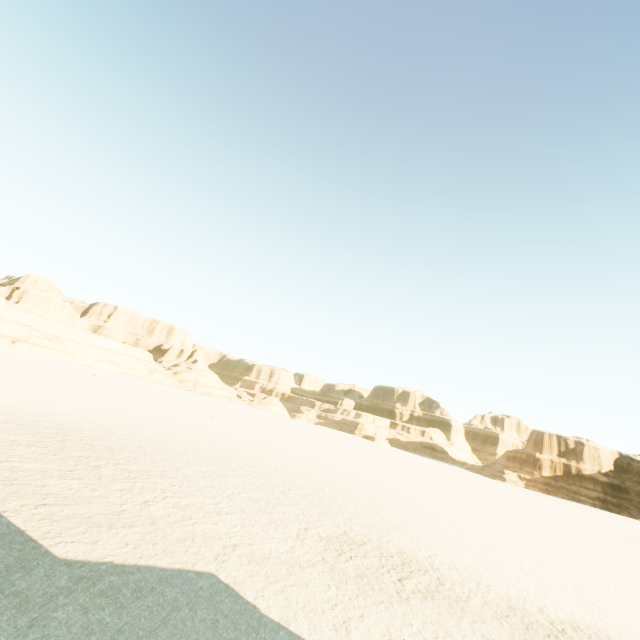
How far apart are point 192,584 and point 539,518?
39.8m
